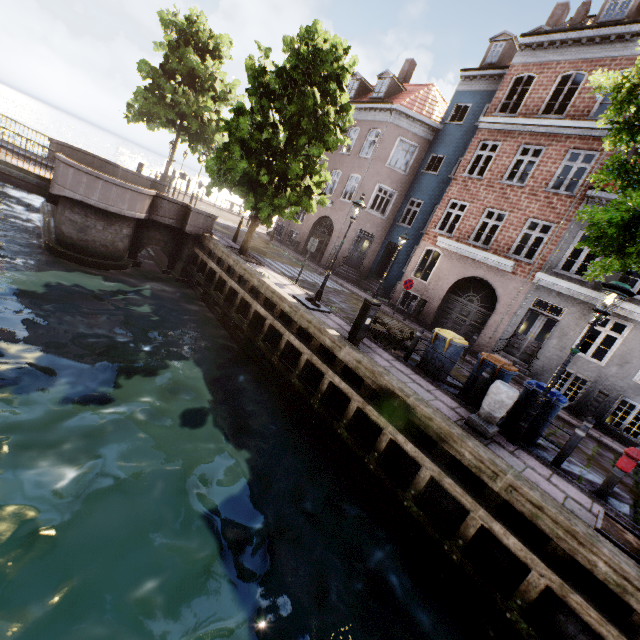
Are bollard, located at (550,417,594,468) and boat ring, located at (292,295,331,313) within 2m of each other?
no

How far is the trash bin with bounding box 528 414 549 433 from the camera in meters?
7.0 m

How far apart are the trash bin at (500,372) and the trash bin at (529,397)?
0.37m

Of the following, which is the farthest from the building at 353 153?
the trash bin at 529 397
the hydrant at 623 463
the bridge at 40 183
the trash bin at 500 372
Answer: the bridge at 40 183

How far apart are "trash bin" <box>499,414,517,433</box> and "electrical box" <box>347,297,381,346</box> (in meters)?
3.67

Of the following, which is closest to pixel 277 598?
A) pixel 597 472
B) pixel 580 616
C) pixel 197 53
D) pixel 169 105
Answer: pixel 580 616

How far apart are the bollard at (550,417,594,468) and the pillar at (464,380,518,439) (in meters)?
1.28

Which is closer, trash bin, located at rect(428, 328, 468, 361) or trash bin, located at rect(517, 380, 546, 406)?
trash bin, located at rect(517, 380, 546, 406)
